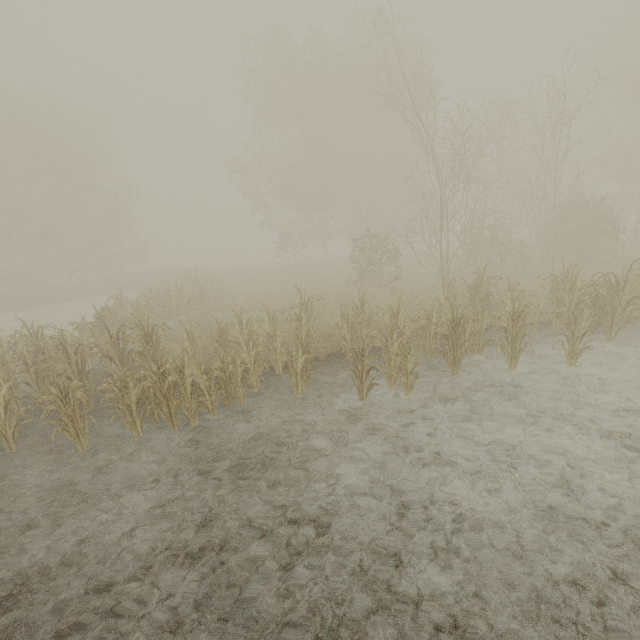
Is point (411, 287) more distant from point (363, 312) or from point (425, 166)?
point (425, 166)
